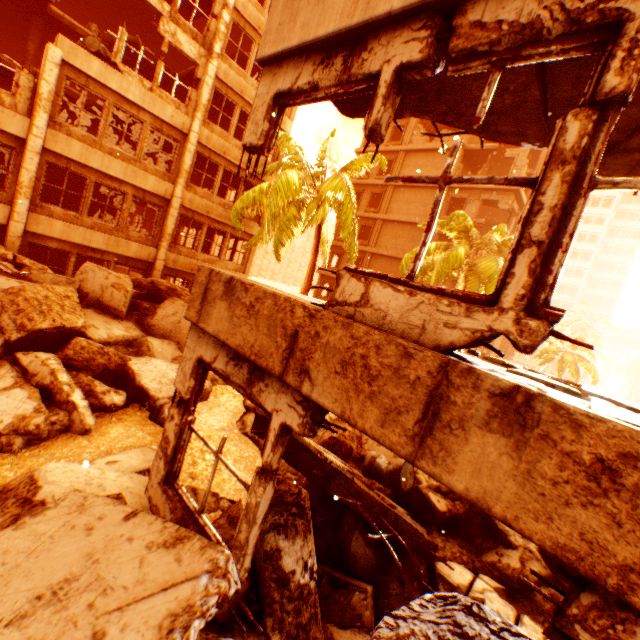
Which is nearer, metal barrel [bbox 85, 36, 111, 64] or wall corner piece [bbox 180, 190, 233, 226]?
metal barrel [bbox 85, 36, 111, 64]

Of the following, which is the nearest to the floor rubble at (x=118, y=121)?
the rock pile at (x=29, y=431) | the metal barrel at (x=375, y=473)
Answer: the rock pile at (x=29, y=431)

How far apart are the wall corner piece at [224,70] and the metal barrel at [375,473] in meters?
17.0

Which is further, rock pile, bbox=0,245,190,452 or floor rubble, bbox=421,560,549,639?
rock pile, bbox=0,245,190,452

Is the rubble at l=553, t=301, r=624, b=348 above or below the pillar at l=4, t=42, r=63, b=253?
above

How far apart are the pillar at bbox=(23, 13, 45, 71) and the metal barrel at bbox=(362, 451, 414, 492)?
21.49m

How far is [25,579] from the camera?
2.0 meters

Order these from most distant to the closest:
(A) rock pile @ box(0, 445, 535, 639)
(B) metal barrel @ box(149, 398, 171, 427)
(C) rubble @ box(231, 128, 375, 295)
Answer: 1. (C) rubble @ box(231, 128, 375, 295)
2. (B) metal barrel @ box(149, 398, 171, 427)
3. (A) rock pile @ box(0, 445, 535, 639)
